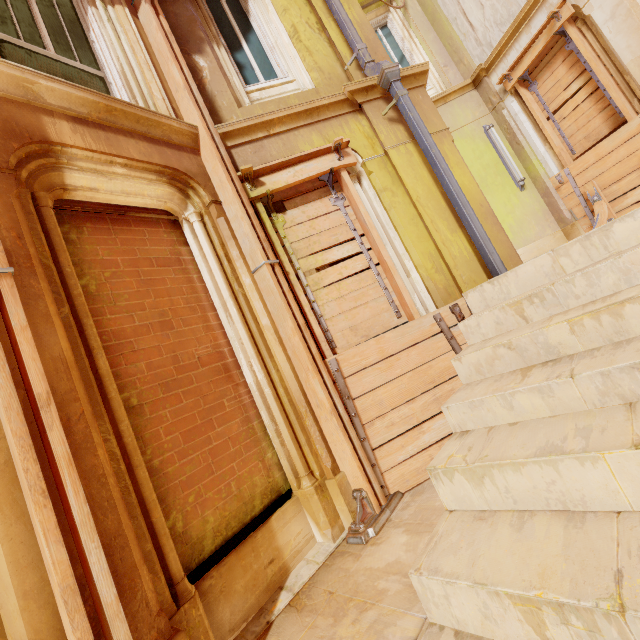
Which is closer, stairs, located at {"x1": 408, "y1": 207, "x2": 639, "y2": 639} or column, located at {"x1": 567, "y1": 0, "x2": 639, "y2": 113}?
stairs, located at {"x1": 408, "y1": 207, "x2": 639, "y2": 639}

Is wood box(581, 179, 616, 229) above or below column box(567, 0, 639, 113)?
below

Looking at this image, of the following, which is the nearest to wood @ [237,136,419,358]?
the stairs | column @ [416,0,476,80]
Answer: the stairs

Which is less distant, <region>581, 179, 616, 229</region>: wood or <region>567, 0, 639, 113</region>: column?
<region>567, 0, 639, 113</region>: column

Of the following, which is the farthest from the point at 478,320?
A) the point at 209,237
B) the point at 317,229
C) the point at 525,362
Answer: the point at 209,237

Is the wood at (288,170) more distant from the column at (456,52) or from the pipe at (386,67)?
the column at (456,52)

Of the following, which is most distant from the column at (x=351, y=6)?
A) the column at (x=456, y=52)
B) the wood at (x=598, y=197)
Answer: the column at (x=456, y=52)

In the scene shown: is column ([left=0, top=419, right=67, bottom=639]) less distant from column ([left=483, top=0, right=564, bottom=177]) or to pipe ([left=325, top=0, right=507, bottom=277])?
pipe ([left=325, top=0, right=507, bottom=277])
